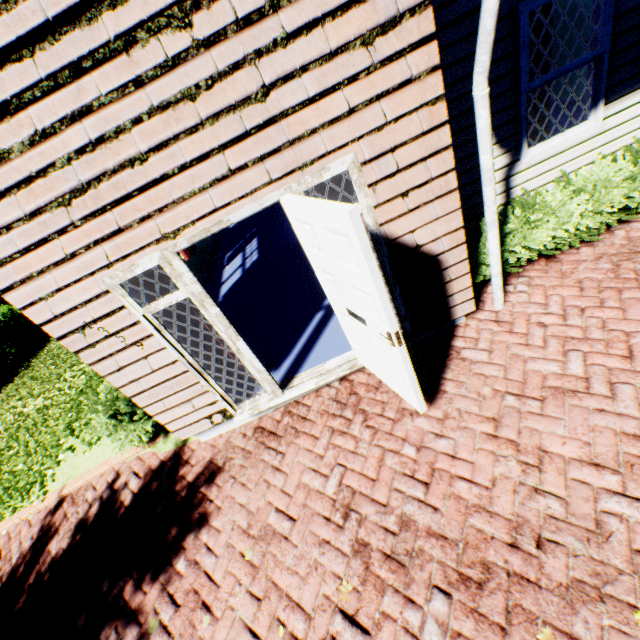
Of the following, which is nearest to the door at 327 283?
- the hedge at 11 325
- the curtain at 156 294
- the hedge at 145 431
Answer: the curtain at 156 294

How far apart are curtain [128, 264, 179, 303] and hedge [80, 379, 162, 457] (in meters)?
1.21

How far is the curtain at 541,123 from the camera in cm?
408

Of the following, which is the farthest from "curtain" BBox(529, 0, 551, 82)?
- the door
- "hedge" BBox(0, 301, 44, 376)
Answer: "hedge" BBox(0, 301, 44, 376)

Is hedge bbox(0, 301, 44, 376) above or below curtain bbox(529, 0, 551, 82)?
below

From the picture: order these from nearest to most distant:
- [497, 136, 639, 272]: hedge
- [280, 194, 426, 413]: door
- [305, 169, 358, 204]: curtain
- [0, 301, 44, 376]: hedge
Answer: [280, 194, 426, 413]: door, [305, 169, 358, 204]: curtain, [497, 136, 639, 272]: hedge, [0, 301, 44, 376]: hedge

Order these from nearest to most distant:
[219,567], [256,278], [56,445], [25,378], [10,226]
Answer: [10,226] < [219,567] < [56,445] < [256,278] < [25,378]

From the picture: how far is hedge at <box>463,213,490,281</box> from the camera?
4.0m
